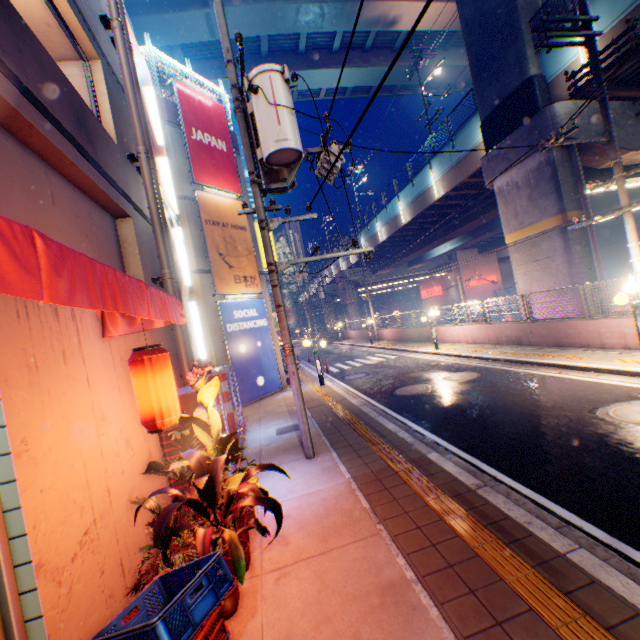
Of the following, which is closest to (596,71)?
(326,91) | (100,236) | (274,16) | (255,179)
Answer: (255,179)

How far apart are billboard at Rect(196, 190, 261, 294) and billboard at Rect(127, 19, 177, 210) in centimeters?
311cm

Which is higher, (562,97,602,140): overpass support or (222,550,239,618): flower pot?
(562,97,602,140): overpass support

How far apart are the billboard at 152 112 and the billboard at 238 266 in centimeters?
311cm

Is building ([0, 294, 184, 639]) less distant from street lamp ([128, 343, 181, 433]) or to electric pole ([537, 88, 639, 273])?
street lamp ([128, 343, 181, 433])

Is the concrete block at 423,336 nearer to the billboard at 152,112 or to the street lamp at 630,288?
the street lamp at 630,288

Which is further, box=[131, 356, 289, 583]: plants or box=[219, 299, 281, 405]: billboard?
box=[219, 299, 281, 405]: billboard

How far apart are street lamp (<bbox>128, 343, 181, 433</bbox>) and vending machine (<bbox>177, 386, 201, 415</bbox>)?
1.2 meters
